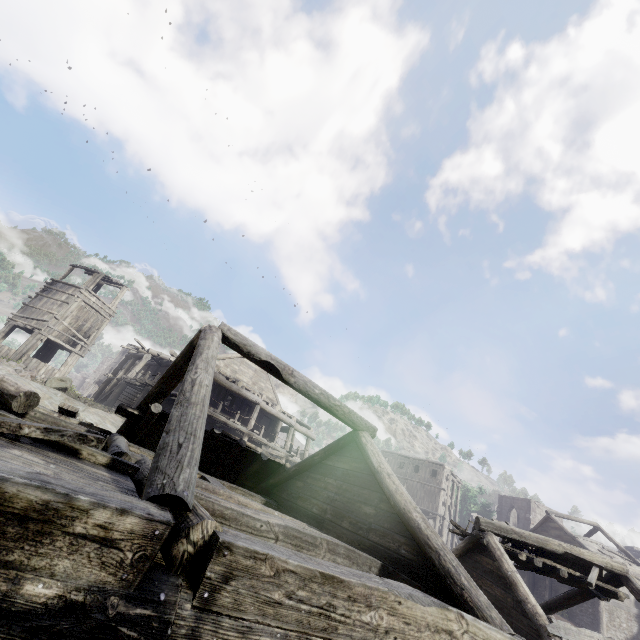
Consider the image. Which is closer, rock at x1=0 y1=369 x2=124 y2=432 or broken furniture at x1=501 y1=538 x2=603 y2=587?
broken furniture at x1=501 y1=538 x2=603 y2=587

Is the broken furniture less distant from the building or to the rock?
the building

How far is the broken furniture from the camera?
10.0m

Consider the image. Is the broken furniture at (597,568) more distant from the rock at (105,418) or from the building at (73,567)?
the rock at (105,418)

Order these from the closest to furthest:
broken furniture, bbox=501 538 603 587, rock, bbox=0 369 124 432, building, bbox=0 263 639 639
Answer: building, bbox=0 263 639 639, broken furniture, bbox=501 538 603 587, rock, bbox=0 369 124 432

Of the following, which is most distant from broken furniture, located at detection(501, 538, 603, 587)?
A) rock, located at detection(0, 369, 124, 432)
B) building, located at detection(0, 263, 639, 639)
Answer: rock, located at detection(0, 369, 124, 432)

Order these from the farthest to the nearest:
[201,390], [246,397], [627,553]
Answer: [627,553]
[246,397]
[201,390]

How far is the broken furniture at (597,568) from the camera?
10.0 meters
